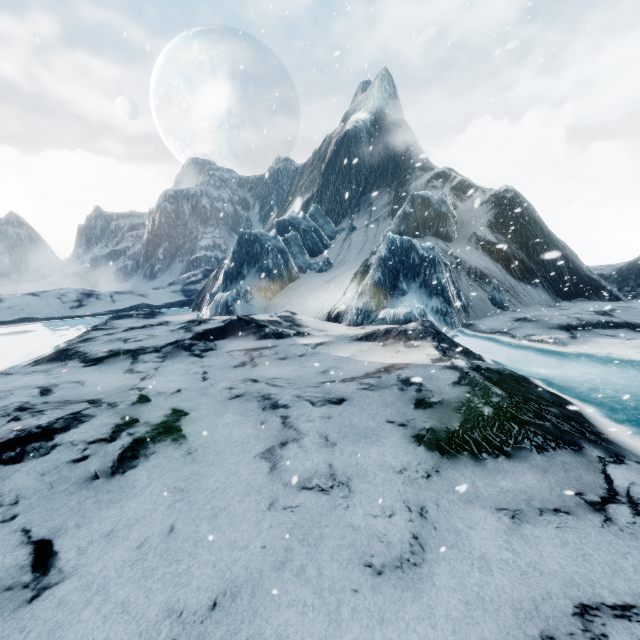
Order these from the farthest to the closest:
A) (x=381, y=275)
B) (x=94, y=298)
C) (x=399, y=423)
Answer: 1. (x=94, y=298)
2. (x=381, y=275)
3. (x=399, y=423)
